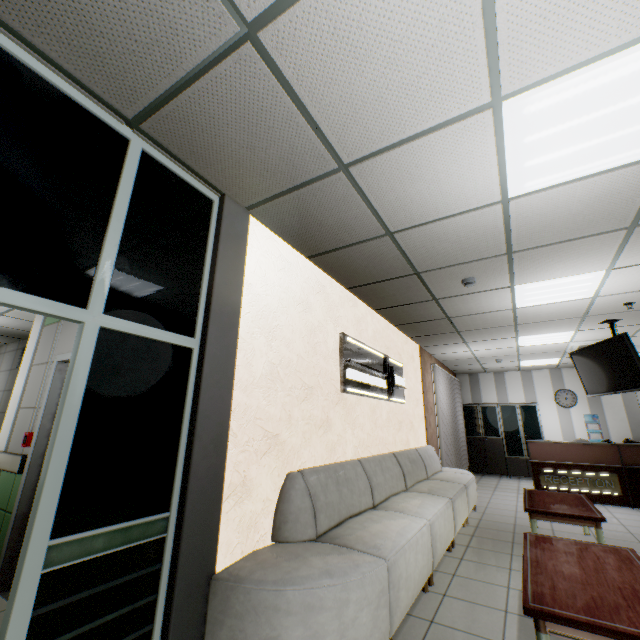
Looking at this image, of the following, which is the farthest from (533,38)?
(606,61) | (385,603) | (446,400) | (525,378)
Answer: (525,378)

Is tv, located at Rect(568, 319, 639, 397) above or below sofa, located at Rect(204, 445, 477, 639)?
above

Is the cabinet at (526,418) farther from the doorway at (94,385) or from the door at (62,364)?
the doorway at (94,385)

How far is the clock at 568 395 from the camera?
9.80m

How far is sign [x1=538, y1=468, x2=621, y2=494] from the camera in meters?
6.5 m

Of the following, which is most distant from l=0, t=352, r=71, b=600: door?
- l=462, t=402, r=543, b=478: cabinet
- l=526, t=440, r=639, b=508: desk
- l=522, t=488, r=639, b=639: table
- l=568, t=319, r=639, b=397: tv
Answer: l=462, t=402, r=543, b=478: cabinet

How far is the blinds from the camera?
7.9 meters

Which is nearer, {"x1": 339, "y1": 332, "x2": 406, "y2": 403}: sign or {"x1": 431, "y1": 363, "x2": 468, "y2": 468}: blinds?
{"x1": 339, "y1": 332, "x2": 406, "y2": 403}: sign
